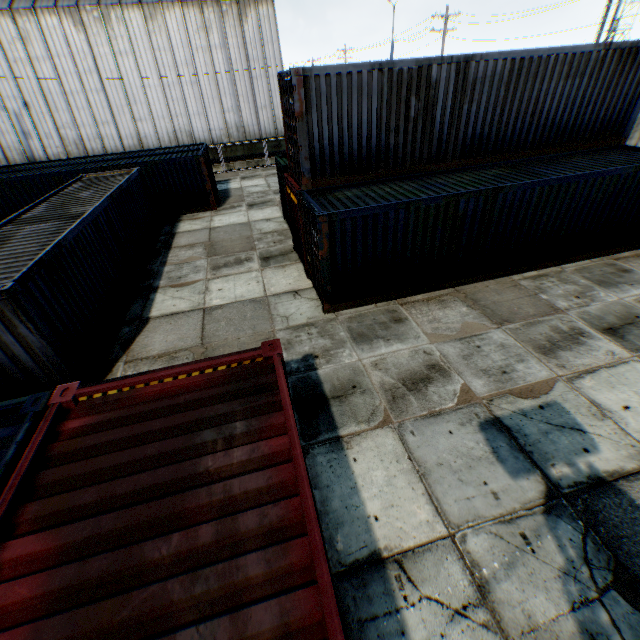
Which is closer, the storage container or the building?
the storage container

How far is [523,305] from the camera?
9.3 meters

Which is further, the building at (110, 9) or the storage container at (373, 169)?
the building at (110, 9)
